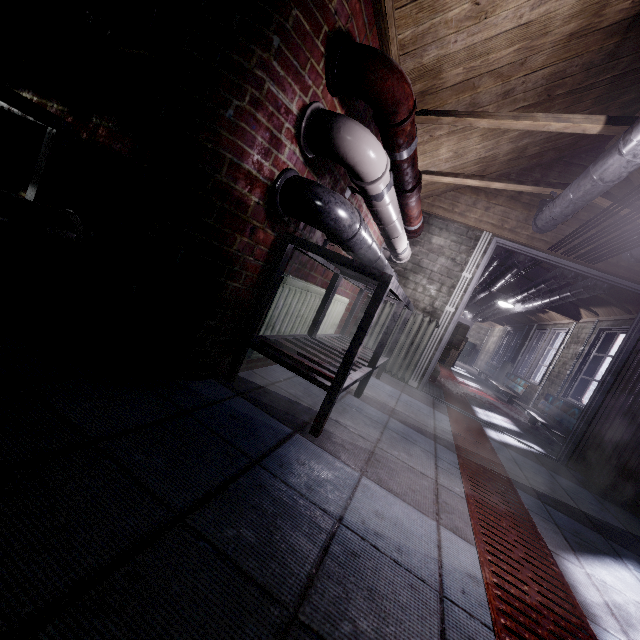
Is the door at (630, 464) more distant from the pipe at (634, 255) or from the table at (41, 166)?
the table at (41, 166)

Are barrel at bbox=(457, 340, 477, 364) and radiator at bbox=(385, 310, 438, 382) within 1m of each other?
no

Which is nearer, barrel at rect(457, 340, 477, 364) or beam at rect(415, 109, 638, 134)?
beam at rect(415, 109, 638, 134)

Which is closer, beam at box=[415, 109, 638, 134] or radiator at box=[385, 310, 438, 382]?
beam at box=[415, 109, 638, 134]

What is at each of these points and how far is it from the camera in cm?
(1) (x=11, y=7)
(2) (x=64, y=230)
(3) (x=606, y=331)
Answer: (1) pipe, 95
(2) pipe, 121
(3) window, 505

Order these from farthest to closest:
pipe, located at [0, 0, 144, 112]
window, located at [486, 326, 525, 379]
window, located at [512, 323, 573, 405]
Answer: window, located at [486, 326, 525, 379]
window, located at [512, 323, 573, 405]
pipe, located at [0, 0, 144, 112]

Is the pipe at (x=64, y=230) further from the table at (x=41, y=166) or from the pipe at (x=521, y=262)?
the pipe at (x=521, y=262)

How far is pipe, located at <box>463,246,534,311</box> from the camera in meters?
3.8
